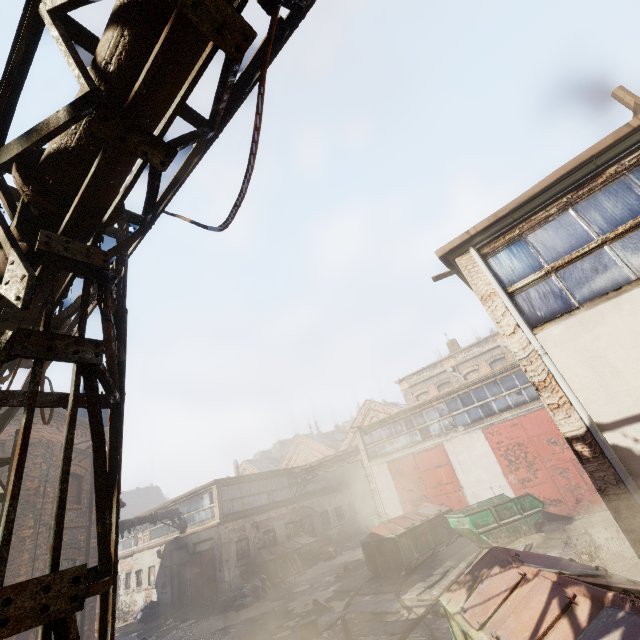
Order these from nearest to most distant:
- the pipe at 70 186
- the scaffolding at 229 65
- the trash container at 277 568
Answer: the scaffolding at 229 65
the pipe at 70 186
the trash container at 277 568

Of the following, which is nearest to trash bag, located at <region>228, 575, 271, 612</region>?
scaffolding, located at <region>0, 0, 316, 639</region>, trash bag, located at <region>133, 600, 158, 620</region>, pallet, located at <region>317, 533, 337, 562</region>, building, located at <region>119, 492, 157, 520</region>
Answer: pallet, located at <region>317, 533, 337, 562</region>

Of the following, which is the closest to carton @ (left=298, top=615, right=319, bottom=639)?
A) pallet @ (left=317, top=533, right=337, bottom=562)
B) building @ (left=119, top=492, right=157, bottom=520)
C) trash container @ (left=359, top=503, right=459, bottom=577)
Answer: trash container @ (left=359, top=503, right=459, bottom=577)

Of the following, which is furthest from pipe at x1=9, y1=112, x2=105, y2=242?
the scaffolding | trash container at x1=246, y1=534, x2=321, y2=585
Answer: trash container at x1=246, y1=534, x2=321, y2=585

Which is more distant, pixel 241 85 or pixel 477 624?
pixel 477 624

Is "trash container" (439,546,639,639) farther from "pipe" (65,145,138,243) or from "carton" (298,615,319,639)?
"carton" (298,615,319,639)

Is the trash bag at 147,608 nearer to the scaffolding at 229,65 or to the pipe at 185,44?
the scaffolding at 229,65

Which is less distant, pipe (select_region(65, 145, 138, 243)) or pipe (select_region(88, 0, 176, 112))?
pipe (select_region(88, 0, 176, 112))
